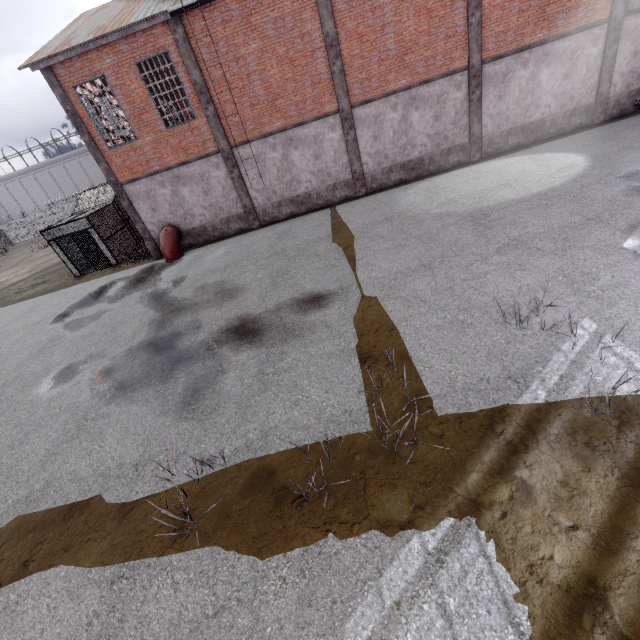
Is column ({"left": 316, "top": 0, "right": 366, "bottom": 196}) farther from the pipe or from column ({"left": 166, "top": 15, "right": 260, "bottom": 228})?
the pipe

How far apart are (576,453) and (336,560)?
3.5m

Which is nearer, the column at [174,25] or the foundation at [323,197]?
the column at [174,25]

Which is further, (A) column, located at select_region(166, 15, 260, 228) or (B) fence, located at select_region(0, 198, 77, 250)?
(B) fence, located at select_region(0, 198, 77, 250)

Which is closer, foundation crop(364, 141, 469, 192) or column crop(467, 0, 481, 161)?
column crop(467, 0, 481, 161)

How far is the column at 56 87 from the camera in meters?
13.8

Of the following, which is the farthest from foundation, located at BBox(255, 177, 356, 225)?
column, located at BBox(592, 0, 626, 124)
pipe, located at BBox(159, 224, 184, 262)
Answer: column, located at BBox(592, 0, 626, 124)

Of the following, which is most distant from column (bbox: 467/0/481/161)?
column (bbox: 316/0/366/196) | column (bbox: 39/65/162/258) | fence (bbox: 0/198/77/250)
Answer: column (bbox: 39/65/162/258)
